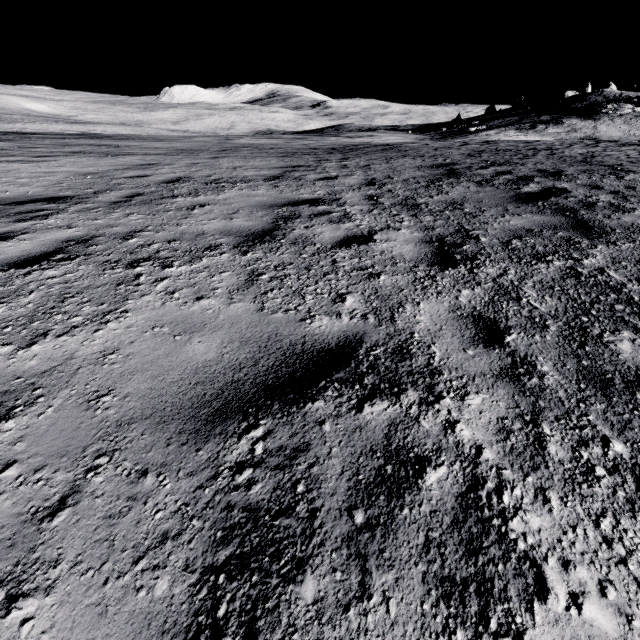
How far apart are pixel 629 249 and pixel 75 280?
5.55m
